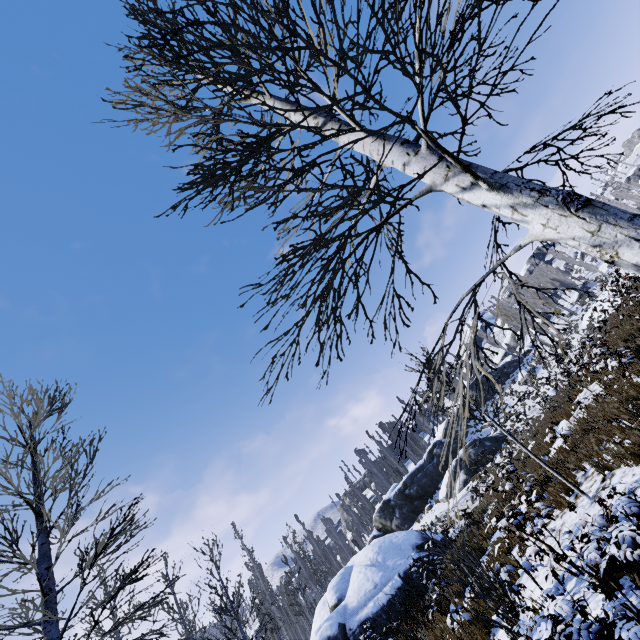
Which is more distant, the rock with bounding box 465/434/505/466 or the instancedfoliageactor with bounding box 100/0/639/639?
the rock with bounding box 465/434/505/466

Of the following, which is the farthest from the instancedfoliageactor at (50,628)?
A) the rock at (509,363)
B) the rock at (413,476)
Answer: the rock at (413,476)

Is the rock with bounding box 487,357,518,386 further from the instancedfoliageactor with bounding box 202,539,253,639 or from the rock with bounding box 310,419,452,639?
the rock with bounding box 310,419,452,639

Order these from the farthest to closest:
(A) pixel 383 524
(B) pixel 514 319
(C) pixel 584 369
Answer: (B) pixel 514 319 < (A) pixel 383 524 < (C) pixel 584 369

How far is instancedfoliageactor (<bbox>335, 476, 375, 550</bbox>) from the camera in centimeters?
4225cm

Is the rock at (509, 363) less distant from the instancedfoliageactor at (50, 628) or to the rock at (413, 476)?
the instancedfoliageactor at (50, 628)

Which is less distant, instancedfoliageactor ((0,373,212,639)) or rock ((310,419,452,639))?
instancedfoliageactor ((0,373,212,639))
